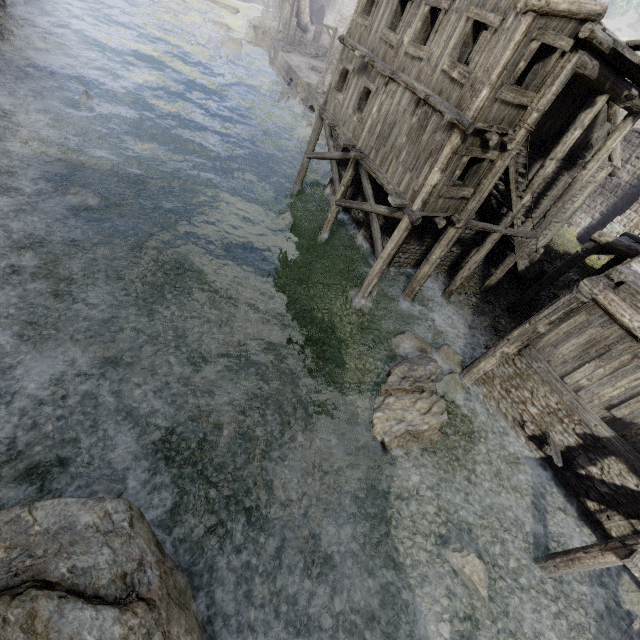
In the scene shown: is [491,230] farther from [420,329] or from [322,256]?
[322,256]

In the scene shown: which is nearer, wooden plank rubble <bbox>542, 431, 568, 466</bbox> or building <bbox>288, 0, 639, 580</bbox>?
building <bbox>288, 0, 639, 580</bbox>

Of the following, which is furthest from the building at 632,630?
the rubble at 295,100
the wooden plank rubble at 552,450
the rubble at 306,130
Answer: the rubble at 306,130

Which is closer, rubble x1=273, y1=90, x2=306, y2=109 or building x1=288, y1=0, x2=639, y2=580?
building x1=288, y1=0, x2=639, y2=580

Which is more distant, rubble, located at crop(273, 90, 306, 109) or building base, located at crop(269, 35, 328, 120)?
rubble, located at crop(273, 90, 306, 109)

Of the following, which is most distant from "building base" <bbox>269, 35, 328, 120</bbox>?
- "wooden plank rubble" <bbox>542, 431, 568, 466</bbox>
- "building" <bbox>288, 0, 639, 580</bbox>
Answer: "wooden plank rubble" <bbox>542, 431, 568, 466</bbox>

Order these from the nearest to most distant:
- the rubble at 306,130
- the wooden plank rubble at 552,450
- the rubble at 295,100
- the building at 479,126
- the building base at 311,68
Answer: the building at 479,126 < the wooden plank rubble at 552,450 < the rubble at 306,130 < the building base at 311,68 < the rubble at 295,100

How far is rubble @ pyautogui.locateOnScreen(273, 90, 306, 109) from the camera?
30.7 meters
